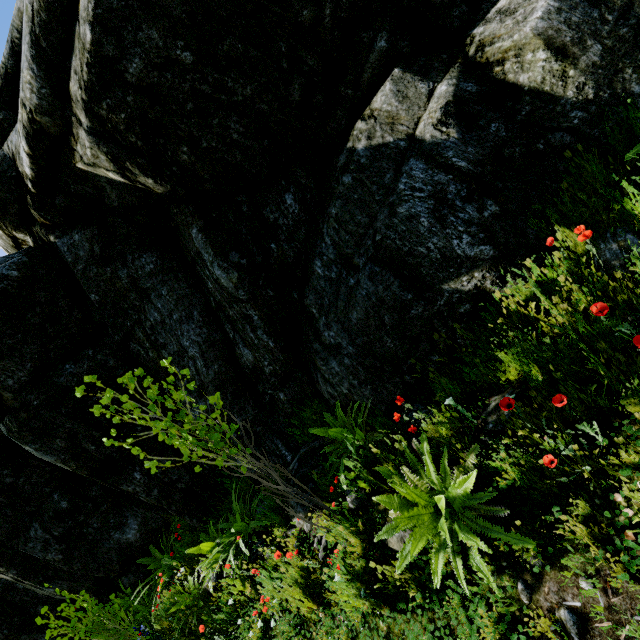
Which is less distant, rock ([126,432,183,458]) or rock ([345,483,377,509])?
rock ([345,483,377,509])

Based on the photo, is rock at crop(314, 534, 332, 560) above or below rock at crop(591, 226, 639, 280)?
below

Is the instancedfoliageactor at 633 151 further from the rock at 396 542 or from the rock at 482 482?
the rock at 396 542

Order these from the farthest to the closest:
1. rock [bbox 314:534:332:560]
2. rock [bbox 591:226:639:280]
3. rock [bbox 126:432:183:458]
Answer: rock [bbox 126:432:183:458] → rock [bbox 314:534:332:560] → rock [bbox 591:226:639:280]

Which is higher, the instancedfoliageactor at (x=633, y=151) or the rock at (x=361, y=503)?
the instancedfoliageactor at (x=633, y=151)

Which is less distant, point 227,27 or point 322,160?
point 227,27

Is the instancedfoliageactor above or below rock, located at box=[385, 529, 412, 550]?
above

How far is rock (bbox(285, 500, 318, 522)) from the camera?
4.1m
